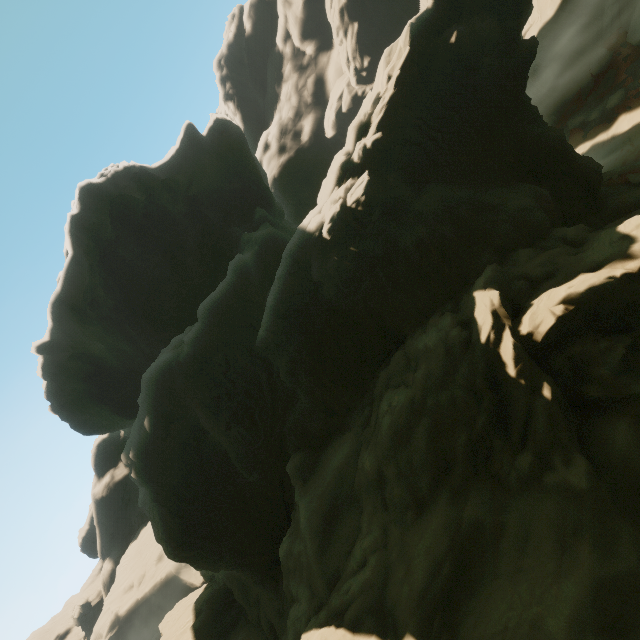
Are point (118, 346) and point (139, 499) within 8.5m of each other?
no
